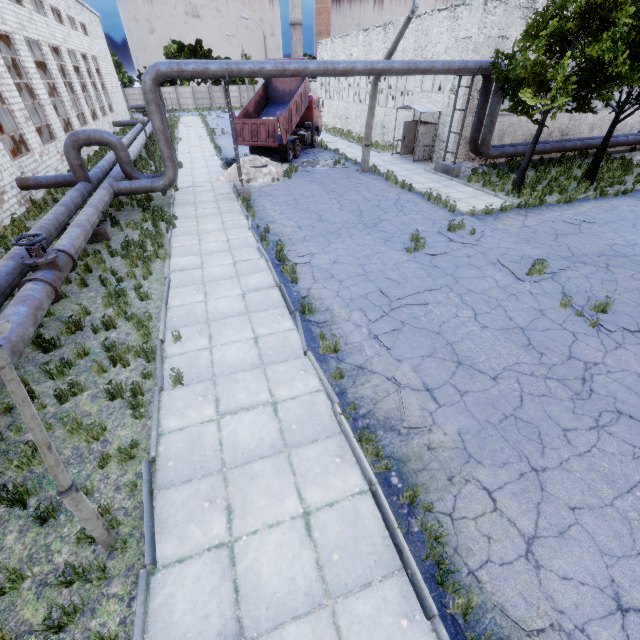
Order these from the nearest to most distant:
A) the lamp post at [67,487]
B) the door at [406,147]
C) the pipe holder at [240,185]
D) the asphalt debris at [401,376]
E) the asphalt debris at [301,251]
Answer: the lamp post at [67,487], the asphalt debris at [401,376], the asphalt debris at [301,251], the pipe holder at [240,185], the door at [406,147]

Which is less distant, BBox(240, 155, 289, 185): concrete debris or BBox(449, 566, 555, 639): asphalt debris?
BBox(449, 566, 555, 639): asphalt debris

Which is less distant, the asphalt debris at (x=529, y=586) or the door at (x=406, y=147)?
the asphalt debris at (x=529, y=586)

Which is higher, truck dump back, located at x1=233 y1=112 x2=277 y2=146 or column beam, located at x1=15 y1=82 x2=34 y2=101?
column beam, located at x1=15 y1=82 x2=34 y2=101

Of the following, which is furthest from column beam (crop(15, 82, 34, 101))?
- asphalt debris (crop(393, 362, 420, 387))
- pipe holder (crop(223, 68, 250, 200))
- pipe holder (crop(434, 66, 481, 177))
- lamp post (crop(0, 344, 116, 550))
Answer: asphalt debris (crop(393, 362, 420, 387))

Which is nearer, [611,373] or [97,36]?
[611,373]

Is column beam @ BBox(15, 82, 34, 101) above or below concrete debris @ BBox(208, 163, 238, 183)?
above

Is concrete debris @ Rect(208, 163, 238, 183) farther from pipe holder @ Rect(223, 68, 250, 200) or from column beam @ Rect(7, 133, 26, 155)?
column beam @ Rect(7, 133, 26, 155)
